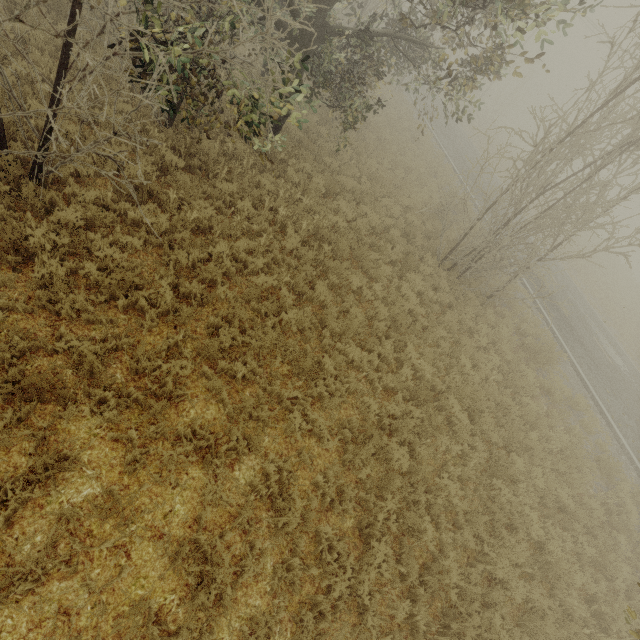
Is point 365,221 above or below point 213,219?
above

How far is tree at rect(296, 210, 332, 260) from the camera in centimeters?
855cm

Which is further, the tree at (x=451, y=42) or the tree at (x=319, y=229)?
the tree at (x=319, y=229)

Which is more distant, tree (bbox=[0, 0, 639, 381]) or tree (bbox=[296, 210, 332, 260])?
tree (bbox=[296, 210, 332, 260])

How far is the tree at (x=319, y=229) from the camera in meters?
8.6 m
